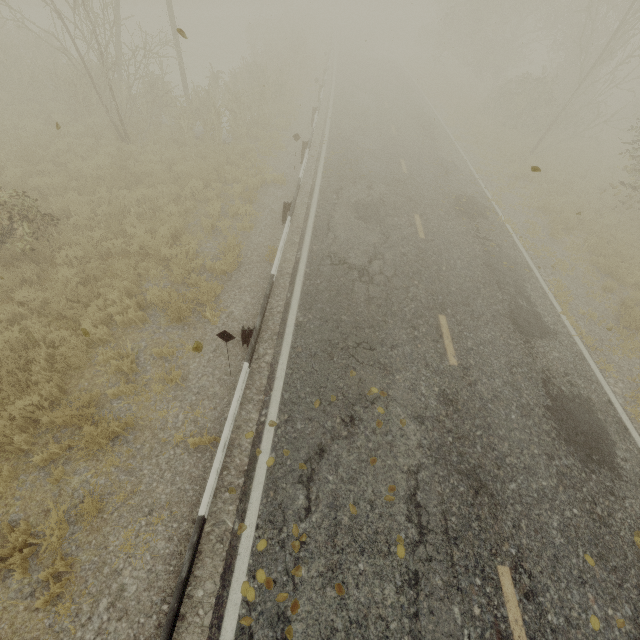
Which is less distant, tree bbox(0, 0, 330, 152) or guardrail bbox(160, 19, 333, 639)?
guardrail bbox(160, 19, 333, 639)

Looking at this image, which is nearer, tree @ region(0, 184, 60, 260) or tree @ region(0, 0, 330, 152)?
tree @ region(0, 184, 60, 260)

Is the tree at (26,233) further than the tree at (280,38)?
No

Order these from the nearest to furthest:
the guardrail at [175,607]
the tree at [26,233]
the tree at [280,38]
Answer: the guardrail at [175,607] < the tree at [26,233] < the tree at [280,38]

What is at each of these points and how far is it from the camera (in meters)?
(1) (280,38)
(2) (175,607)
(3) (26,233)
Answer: (1) tree, 28.95
(2) guardrail, 3.83
(3) tree, 7.77

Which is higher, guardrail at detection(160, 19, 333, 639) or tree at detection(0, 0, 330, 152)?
tree at detection(0, 0, 330, 152)
